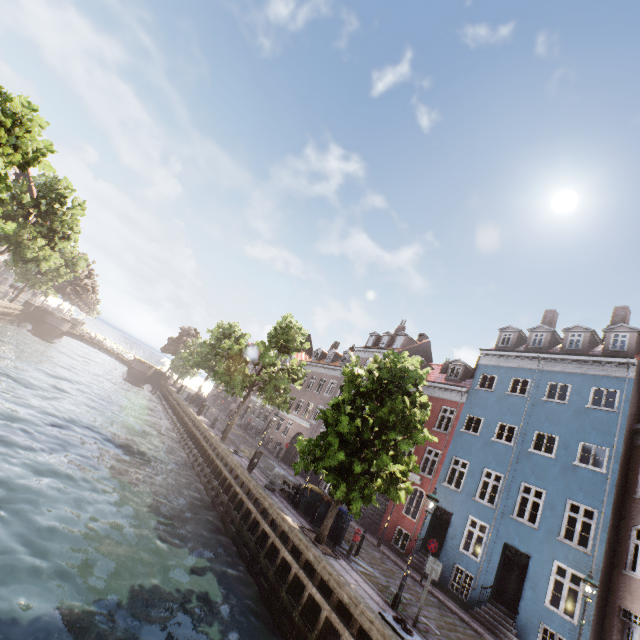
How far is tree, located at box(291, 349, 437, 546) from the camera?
12.2m

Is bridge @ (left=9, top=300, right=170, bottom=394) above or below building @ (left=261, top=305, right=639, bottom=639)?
below

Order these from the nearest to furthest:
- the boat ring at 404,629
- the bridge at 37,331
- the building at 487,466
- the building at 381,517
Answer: the boat ring at 404,629, the building at 487,466, the building at 381,517, the bridge at 37,331

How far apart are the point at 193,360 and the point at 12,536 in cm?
2900

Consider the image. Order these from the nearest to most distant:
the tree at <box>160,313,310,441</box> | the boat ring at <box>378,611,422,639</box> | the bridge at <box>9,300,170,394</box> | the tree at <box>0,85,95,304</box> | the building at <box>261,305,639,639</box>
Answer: the boat ring at <box>378,611,422,639</box> < the building at <box>261,305,639,639</box> < the tree at <box>0,85,95,304</box> < the tree at <box>160,313,310,441</box> < the bridge at <box>9,300,170,394</box>

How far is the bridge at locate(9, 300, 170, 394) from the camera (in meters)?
42.03

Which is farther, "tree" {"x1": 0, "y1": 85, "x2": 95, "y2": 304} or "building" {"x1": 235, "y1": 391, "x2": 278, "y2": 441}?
"building" {"x1": 235, "y1": 391, "x2": 278, "y2": 441}

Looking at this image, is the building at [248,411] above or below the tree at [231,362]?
below
